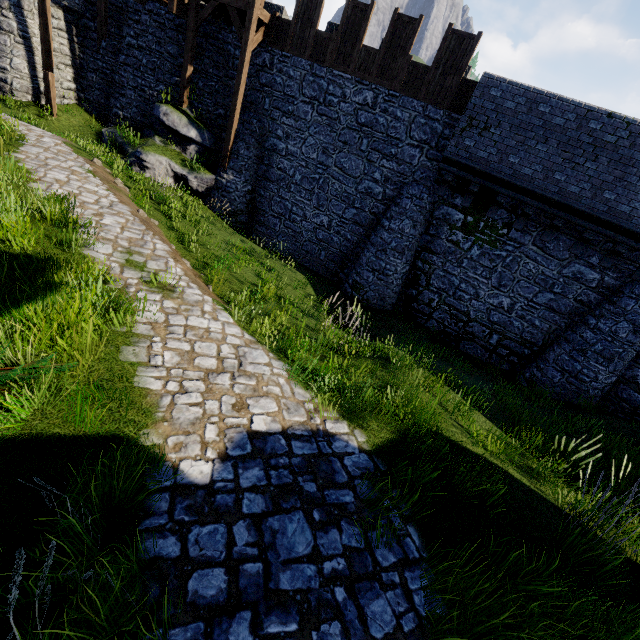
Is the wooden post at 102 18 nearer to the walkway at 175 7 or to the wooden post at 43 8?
the walkway at 175 7

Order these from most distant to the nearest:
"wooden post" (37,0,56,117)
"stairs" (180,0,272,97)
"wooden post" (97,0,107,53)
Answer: "wooden post" (97,0,107,53)
"wooden post" (37,0,56,117)
"stairs" (180,0,272,97)

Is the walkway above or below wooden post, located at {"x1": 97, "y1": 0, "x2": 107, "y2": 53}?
above

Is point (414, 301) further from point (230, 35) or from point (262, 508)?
point (230, 35)

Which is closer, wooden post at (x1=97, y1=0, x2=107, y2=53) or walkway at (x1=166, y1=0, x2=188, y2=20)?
walkway at (x1=166, y1=0, x2=188, y2=20)

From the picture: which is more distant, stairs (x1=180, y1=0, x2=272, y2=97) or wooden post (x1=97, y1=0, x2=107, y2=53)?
wooden post (x1=97, y1=0, x2=107, y2=53)

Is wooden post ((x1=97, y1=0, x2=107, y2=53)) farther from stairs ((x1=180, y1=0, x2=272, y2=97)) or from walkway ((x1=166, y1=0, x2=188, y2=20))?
stairs ((x1=180, y1=0, x2=272, y2=97))

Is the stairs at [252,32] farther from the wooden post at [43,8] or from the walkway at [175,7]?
the wooden post at [43,8]
